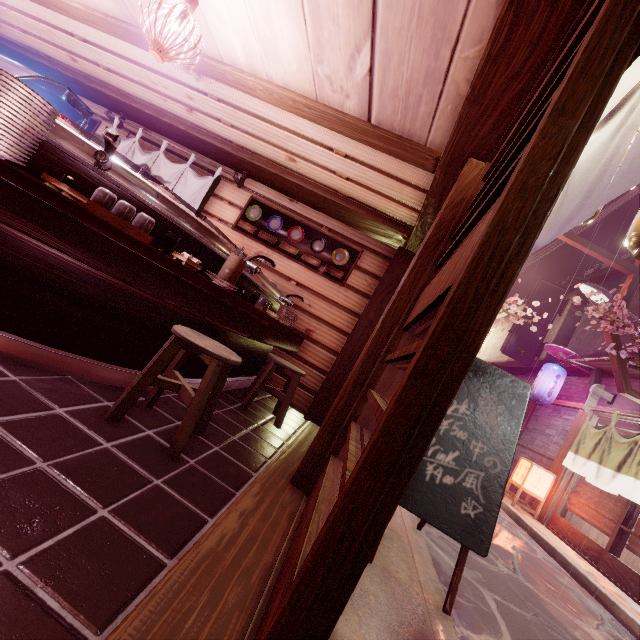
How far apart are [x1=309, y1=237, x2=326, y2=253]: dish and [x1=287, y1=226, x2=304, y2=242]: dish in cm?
27

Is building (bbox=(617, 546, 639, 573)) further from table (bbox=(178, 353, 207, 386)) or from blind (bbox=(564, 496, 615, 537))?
table (bbox=(178, 353, 207, 386))

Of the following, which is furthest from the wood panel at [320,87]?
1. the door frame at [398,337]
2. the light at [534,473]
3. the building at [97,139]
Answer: the light at [534,473]

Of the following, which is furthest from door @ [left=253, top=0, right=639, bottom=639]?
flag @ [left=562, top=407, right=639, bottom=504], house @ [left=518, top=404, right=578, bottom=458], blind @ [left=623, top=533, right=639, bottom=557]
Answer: house @ [left=518, top=404, right=578, bottom=458]

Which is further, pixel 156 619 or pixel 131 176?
pixel 131 176

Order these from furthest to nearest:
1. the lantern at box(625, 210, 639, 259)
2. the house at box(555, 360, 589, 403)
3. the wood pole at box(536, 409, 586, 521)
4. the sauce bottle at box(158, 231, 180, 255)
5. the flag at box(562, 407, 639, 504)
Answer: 1. the house at box(555, 360, 589, 403)
2. the wood pole at box(536, 409, 586, 521)
3. the flag at box(562, 407, 639, 504)
4. the lantern at box(625, 210, 639, 259)
5. the sauce bottle at box(158, 231, 180, 255)

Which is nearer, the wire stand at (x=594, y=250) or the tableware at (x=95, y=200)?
the tableware at (x=95, y=200)

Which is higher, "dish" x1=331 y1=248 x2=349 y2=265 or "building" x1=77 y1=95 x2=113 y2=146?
"dish" x1=331 y1=248 x2=349 y2=265
